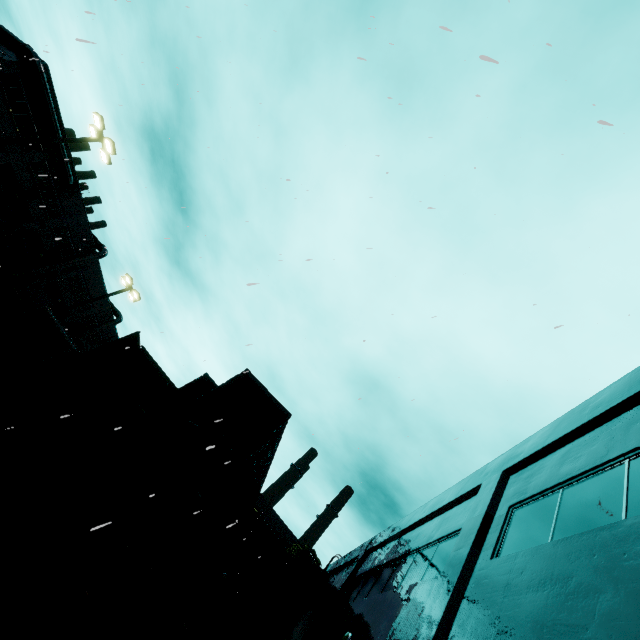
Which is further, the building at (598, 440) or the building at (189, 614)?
the building at (189, 614)

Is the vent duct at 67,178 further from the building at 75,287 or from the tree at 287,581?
the tree at 287,581

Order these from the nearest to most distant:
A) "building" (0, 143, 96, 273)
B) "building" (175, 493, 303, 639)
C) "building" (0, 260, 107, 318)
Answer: "building" (175, 493, 303, 639) < "building" (0, 143, 96, 273) < "building" (0, 260, 107, 318)

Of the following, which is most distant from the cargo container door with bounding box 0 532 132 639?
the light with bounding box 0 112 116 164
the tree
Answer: the tree

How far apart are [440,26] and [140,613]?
11.24m

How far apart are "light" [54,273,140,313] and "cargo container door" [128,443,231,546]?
19.1 meters

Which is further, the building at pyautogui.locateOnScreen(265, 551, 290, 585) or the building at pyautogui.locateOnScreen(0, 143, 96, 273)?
the building at pyautogui.locateOnScreen(0, 143, 96, 273)
